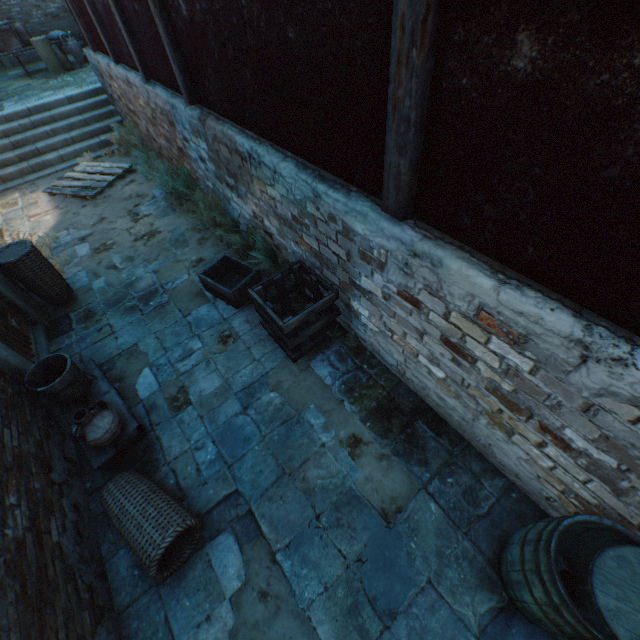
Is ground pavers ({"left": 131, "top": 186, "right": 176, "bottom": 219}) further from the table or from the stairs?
the stairs

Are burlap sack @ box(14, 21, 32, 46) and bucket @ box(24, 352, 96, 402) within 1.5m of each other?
no

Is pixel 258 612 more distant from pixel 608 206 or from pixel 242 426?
pixel 608 206

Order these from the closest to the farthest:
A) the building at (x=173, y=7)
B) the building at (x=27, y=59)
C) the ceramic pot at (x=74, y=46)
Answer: the building at (x=173, y=7), the ceramic pot at (x=74, y=46), the building at (x=27, y=59)

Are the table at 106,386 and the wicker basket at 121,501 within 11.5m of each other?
yes

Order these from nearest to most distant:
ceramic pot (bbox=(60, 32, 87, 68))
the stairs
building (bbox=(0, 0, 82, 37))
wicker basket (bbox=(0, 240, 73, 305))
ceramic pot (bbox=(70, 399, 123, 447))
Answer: ceramic pot (bbox=(70, 399, 123, 447)) < wicker basket (bbox=(0, 240, 73, 305)) < the stairs < ceramic pot (bbox=(60, 32, 87, 68)) < building (bbox=(0, 0, 82, 37))

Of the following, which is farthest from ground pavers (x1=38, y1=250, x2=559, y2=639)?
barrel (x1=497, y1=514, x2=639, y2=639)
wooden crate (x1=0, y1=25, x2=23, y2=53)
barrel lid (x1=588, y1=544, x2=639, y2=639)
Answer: wooden crate (x1=0, y1=25, x2=23, y2=53)

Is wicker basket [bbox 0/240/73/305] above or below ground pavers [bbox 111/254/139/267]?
above
